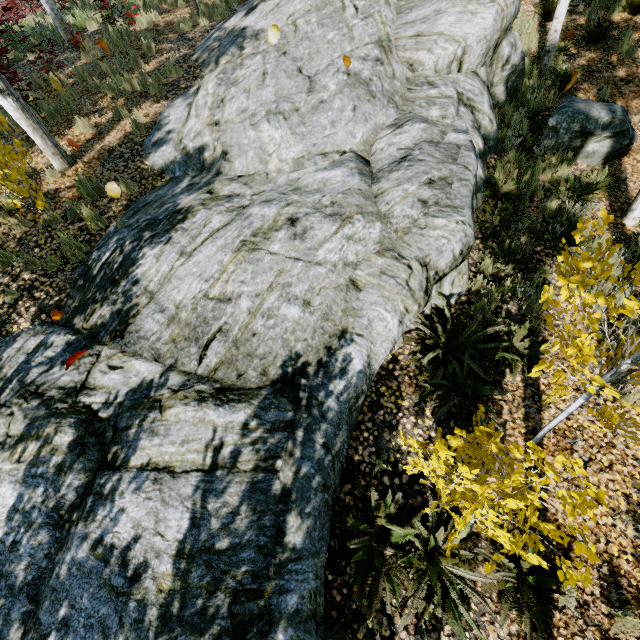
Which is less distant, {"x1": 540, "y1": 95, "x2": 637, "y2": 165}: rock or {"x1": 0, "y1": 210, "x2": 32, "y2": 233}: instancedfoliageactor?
{"x1": 0, "y1": 210, "x2": 32, "y2": 233}: instancedfoliageactor

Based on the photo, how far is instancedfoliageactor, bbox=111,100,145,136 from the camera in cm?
706

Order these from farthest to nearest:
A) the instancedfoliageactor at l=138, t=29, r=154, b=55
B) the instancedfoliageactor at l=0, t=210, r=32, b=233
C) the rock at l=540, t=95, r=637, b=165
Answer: the instancedfoliageactor at l=138, t=29, r=154, b=55 → the rock at l=540, t=95, r=637, b=165 → the instancedfoliageactor at l=0, t=210, r=32, b=233

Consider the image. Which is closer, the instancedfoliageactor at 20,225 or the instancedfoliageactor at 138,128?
the instancedfoliageactor at 20,225

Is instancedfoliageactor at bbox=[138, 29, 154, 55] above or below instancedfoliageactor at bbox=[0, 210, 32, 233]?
above

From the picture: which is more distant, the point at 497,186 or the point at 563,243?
the point at 497,186
